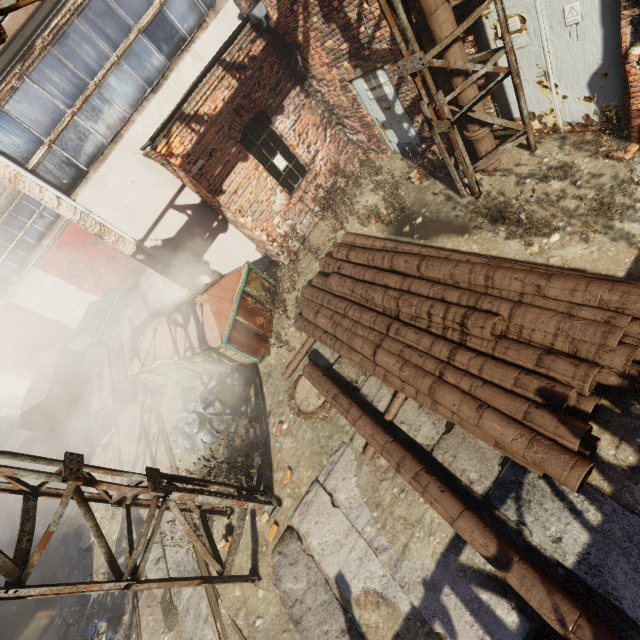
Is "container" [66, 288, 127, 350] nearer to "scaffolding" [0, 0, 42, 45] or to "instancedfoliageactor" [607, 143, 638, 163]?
"scaffolding" [0, 0, 42, 45]

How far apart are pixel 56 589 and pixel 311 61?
9.43m

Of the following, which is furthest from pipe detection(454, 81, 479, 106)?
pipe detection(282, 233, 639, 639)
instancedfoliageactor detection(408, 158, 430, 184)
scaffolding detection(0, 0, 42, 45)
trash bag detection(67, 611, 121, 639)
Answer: trash bag detection(67, 611, 121, 639)

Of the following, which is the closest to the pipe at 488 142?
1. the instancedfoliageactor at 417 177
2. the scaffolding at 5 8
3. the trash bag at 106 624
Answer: the scaffolding at 5 8

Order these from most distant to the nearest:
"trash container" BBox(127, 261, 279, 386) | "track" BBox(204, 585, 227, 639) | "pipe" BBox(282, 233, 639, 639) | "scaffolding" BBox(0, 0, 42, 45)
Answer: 1. "trash container" BBox(127, 261, 279, 386)
2. "track" BBox(204, 585, 227, 639)
3. "pipe" BBox(282, 233, 639, 639)
4. "scaffolding" BBox(0, 0, 42, 45)

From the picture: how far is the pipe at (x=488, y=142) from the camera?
5.12m

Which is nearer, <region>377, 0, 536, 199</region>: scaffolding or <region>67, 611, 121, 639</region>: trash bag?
<region>377, 0, 536, 199</region>: scaffolding

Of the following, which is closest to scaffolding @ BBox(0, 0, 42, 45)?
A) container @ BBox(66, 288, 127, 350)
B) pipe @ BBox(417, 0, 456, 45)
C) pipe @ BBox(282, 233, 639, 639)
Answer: pipe @ BBox(417, 0, 456, 45)
